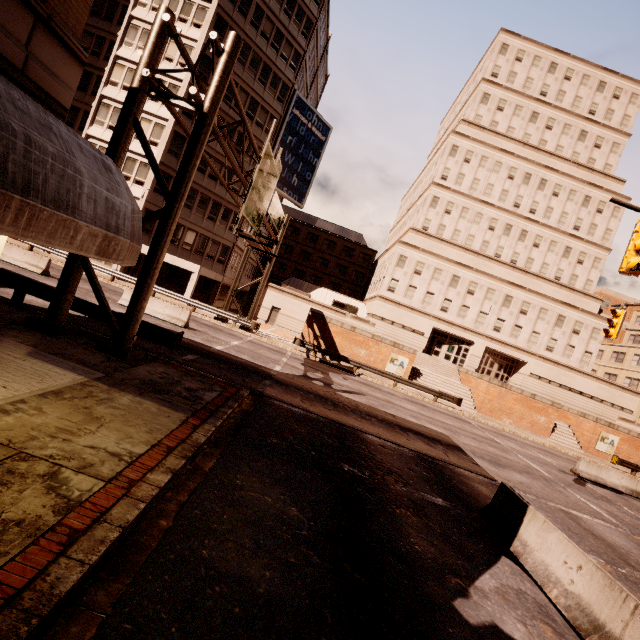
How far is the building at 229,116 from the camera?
31.1 meters

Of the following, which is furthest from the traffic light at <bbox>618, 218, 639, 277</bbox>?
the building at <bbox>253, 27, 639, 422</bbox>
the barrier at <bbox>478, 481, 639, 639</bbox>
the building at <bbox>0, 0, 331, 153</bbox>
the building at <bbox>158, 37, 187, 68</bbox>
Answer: the building at <bbox>158, 37, 187, 68</bbox>

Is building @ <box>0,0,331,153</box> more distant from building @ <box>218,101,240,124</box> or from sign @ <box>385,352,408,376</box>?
sign @ <box>385,352,408,376</box>

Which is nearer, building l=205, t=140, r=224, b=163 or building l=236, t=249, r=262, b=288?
building l=205, t=140, r=224, b=163

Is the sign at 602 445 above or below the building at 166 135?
below

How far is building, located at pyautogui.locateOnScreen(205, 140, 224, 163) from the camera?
31.2m

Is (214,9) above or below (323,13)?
below
